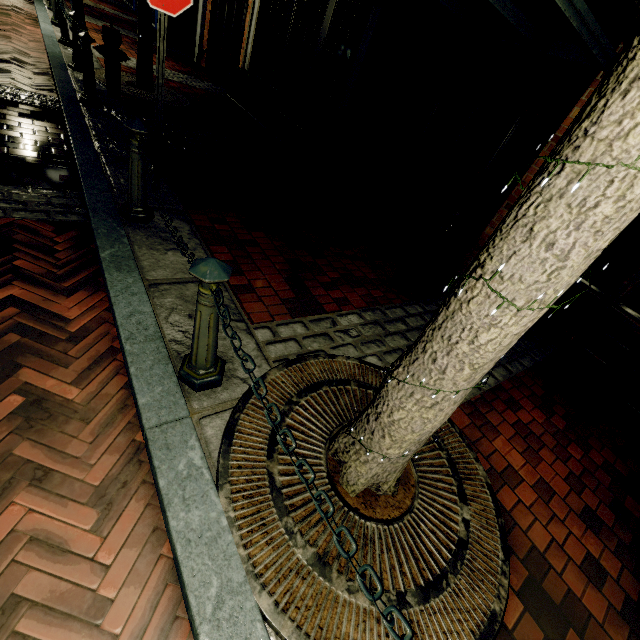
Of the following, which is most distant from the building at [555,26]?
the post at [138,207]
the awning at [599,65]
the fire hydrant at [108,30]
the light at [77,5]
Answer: the post at [138,207]

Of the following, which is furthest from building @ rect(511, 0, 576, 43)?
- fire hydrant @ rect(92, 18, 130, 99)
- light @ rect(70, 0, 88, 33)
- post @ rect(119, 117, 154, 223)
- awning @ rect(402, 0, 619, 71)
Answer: post @ rect(119, 117, 154, 223)

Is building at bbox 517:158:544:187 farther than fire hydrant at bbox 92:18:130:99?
No

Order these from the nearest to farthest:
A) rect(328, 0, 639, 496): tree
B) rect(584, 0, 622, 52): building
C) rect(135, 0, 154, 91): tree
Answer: rect(328, 0, 639, 496): tree → rect(584, 0, 622, 52): building → rect(135, 0, 154, 91): tree

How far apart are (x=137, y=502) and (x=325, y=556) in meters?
1.0 m

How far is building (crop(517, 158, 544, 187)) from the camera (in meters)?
4.21

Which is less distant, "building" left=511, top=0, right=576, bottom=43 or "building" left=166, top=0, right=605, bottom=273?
"building" left=511, top=0, right=576, bottom=43

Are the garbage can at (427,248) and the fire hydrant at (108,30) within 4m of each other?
no
